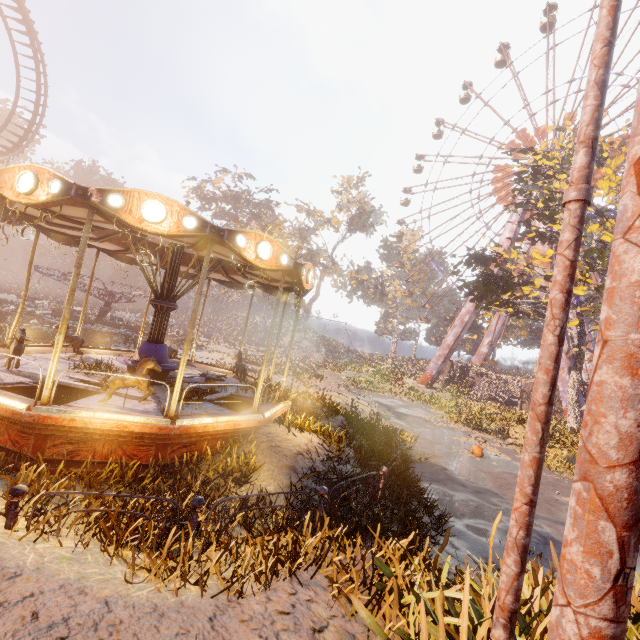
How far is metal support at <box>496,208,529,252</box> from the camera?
34.69m

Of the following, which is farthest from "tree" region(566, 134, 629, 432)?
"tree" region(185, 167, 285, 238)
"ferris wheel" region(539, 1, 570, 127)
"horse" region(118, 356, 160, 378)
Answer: "tree" region(185, 167, 285, 238)

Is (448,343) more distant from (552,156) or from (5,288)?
(5,288)

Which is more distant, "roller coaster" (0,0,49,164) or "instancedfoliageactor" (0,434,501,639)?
"roller coaster" (0,0,49,164)

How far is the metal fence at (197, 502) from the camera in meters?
4.1

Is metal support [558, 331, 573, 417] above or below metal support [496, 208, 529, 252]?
below

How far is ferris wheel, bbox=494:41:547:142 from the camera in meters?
37.8

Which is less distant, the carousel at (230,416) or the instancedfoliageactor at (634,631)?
the instancedfoliageactor at (634,631)
